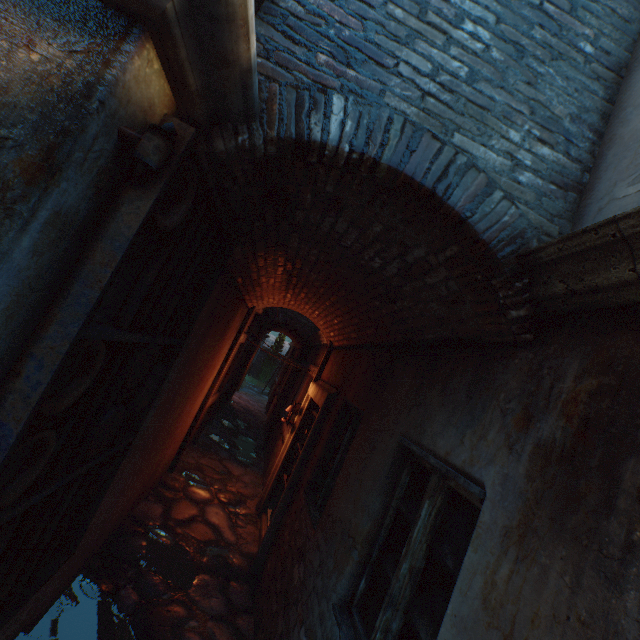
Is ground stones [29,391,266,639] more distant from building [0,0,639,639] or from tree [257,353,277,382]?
tree [257,353,277,382]

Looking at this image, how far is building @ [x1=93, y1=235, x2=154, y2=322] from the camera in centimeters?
151cm

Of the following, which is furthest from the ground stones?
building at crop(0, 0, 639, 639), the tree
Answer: the tree

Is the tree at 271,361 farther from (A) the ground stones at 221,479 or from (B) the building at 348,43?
(A) the ground stones at 221,479

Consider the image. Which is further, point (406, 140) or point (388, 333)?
point (388, 333)

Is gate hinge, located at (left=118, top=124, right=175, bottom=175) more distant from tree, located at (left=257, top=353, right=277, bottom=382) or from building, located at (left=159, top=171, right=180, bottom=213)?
tree, located at (left=257, top=353, right=277, bottom=382)

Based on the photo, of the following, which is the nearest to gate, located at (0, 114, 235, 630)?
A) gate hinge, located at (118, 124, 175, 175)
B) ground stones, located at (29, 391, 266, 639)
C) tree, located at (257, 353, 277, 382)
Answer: gate hinge, located at (118, 124, 175, 175)
